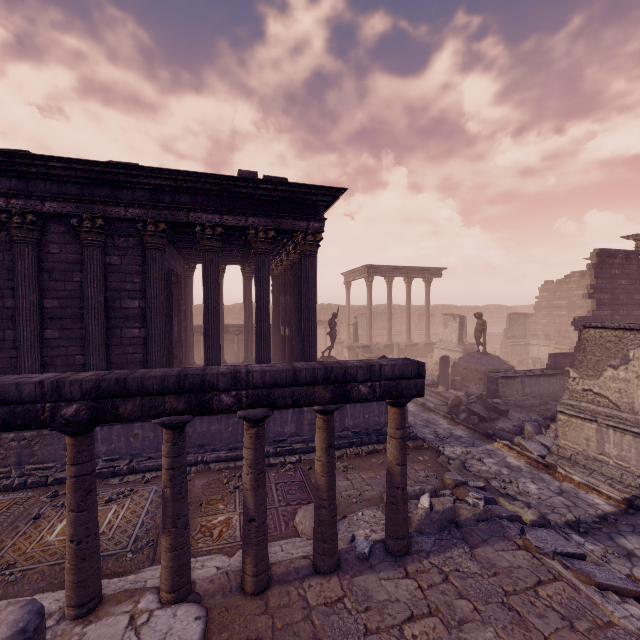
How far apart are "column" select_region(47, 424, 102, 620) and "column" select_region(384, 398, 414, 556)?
3.9 meters

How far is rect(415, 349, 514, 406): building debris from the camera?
14.6 meters

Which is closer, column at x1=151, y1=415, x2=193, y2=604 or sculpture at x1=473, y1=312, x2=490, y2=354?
column at x1=151, y1=415, x2=193, y2=604

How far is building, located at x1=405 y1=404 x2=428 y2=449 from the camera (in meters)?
9.88

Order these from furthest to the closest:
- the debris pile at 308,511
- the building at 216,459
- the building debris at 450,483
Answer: the building at 216,459
the building debris at 450,483
the debris pile at 308,511

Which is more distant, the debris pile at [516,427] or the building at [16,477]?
the debris pile at [516,427]

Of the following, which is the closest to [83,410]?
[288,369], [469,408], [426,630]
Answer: [288,369]

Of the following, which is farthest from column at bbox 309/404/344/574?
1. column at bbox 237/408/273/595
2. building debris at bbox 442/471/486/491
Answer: building debris at bbox 442/471/486/491
